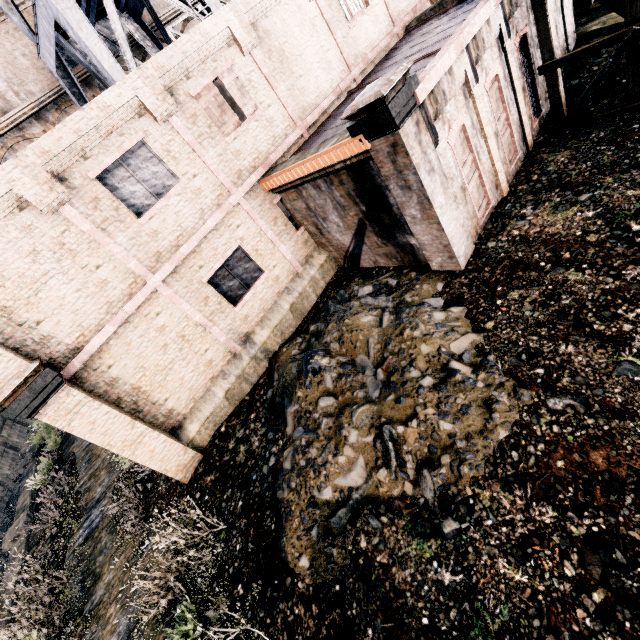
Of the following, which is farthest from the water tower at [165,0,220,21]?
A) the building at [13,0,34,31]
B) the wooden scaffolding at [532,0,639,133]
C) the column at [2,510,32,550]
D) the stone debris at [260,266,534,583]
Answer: the column at [2,510,32,550]

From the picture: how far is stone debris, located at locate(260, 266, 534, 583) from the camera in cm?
712

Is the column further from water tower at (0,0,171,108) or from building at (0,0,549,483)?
water tower at (0,0,171,108)

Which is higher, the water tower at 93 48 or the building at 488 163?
the water tower at 93 48

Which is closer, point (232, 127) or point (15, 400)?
point (15, 400)

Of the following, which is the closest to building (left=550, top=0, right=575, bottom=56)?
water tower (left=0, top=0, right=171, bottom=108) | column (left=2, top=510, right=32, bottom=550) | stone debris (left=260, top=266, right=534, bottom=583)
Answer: stone debris (left=260, top=266, right=534, bottom=583)

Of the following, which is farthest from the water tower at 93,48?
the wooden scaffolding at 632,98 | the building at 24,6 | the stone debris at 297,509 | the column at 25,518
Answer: the column at 25,518

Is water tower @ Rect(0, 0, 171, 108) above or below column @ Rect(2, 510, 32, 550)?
above
